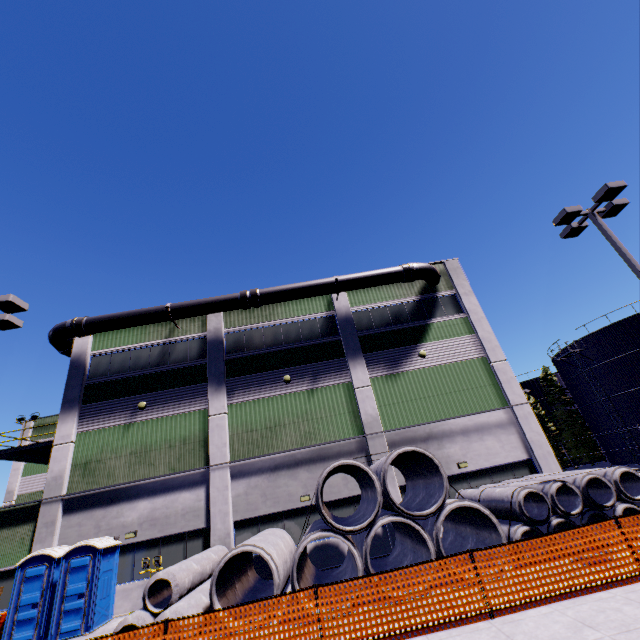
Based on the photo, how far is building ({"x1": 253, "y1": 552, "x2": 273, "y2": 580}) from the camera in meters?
14.0

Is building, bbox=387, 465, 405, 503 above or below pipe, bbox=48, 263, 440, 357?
below

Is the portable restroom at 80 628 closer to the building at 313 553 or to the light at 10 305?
the building at 313 553

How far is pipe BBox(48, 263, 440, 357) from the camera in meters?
18.4 m

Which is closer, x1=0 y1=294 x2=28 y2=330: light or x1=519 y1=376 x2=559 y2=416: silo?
x1=0 y1=294 x2=28 y2=330: light

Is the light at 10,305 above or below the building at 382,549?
above

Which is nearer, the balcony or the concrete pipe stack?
the concrete pipe stack

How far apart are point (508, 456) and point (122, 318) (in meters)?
22.11
